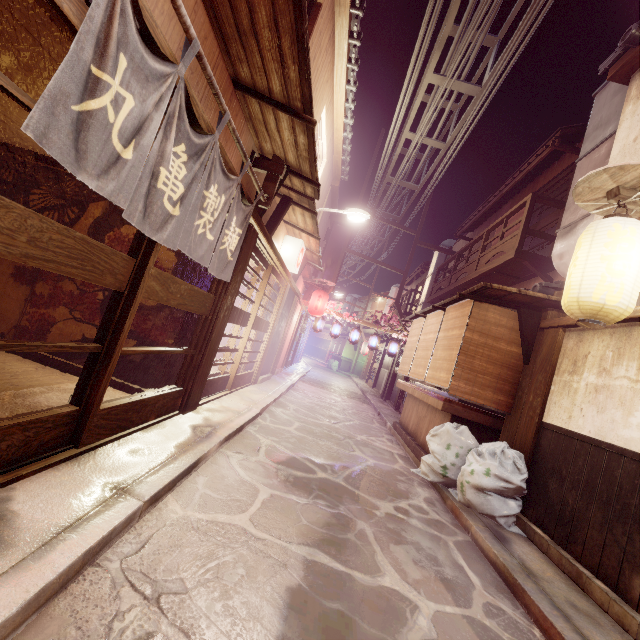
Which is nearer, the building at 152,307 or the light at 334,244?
the building at 152,307

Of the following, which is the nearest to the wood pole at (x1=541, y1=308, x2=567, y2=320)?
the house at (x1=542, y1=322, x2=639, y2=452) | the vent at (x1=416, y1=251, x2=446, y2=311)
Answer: the house at (x1=542, y1=322, x2=639, y2=452)

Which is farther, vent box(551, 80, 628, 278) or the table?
vent box(551, 80, 628, 278)

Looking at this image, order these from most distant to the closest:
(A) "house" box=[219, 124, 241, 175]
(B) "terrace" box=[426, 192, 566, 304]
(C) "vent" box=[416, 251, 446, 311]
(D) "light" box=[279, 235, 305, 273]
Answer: (C) "vent" box=[416, 251, 446, 311] < (D) "light" box=[279, 235, 305, 273] < (B) "terrace" box=[426, 192, 566, 304] < (A) "house" box=[219, 124, 241, 175]

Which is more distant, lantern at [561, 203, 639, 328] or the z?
the z

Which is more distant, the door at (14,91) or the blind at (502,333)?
the blind at (502,333)

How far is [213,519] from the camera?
4.8 meters

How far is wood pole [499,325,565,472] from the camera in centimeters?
840cm
